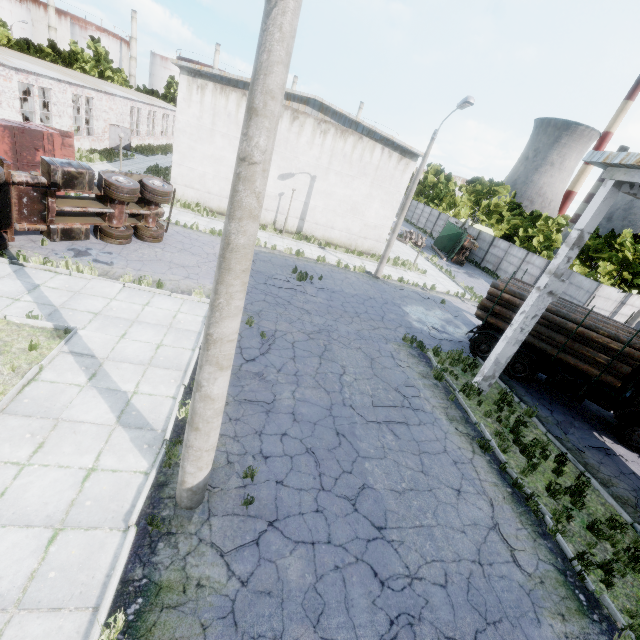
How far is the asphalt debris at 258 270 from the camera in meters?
15.5

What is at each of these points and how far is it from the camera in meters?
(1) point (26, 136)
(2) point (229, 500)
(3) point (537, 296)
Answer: (1) truck dump body, 14.3 m
(2) asphalt debris, 6.0 m
(3) column beam, 10.3 m

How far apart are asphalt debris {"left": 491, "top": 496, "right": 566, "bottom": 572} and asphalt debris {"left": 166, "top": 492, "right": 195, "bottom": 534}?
6.5 meters

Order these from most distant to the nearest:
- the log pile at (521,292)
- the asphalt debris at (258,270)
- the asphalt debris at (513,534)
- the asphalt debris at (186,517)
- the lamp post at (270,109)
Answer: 1. the asphalt debris at (258,270)
2. the log pile at (521,292)
3. the asphalt debris at (513,534)
4. the asphalt debris at (186,517)
5. the lamp post at (270,109)

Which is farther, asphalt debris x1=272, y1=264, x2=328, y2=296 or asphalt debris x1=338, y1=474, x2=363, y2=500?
asphalt debris x1=272, y1=264, x2=328, y2=296

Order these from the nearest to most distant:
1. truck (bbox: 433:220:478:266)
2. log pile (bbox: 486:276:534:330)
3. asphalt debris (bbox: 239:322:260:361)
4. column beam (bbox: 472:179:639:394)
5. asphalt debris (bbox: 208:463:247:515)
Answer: asphalt debris (bbox: 208:463:247:515)
column beam (bbox: 472:179:639:394)
asphalt debris (bbox: 239:322:260:361)
log pile (bbox: 486:276:534:330)
truck (bbox: 433:220:478:266)

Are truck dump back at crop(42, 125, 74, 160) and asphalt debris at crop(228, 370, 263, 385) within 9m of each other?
no

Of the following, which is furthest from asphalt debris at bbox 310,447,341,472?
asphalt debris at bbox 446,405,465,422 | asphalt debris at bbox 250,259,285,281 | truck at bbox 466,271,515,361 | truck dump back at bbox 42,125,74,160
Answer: truck dump back at bbox 42,125,74,160
